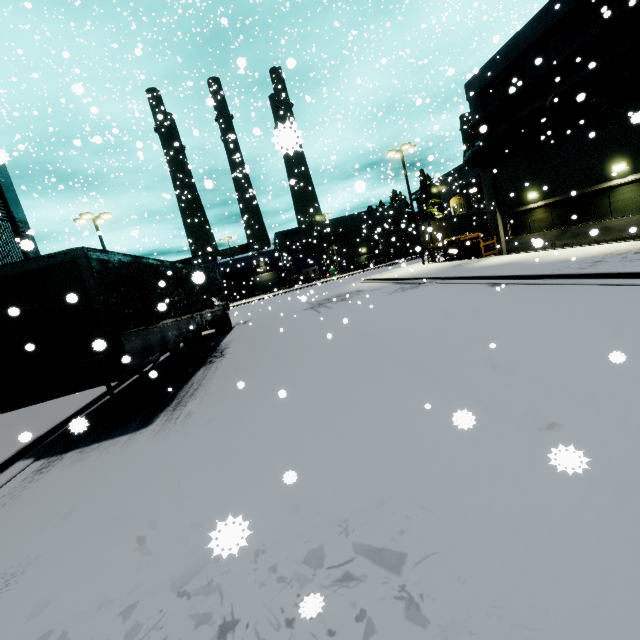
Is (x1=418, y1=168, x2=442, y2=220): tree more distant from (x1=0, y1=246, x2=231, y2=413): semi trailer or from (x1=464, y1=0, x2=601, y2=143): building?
(x1=0, y1=246, x2=231, y2=413): semi trailer

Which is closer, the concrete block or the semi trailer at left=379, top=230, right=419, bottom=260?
the semi trailer at left=379, top=230, right=419, bottom=260

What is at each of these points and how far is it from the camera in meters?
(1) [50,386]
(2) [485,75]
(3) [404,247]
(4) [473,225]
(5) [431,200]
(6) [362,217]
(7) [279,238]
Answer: (1) semi trailer, 6.7
(2) building, 18.5
(3) semi trailer, 45.4
(4) semi trailer, 33.9
(5) tree, 54.8
(6) building, 59.4
(7) building, 57.3

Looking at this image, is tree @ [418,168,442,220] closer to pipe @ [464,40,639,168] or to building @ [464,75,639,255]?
building @ [464,75,639,255]

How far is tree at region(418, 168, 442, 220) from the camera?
54.9m

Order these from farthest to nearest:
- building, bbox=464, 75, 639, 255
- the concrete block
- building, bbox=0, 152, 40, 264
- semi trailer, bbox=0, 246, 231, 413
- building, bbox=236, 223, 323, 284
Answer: building, bbox=236, 223, 323, 284
the concrete block
building, bbox=0, 152, 40, 264
building, bbox=464, 75, 639, 255
semi trailer, bbox=0, 246, 231, 413

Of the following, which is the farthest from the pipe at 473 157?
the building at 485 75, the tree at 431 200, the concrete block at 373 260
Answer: the tree at 431 200

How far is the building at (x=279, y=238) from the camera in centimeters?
5741cm
